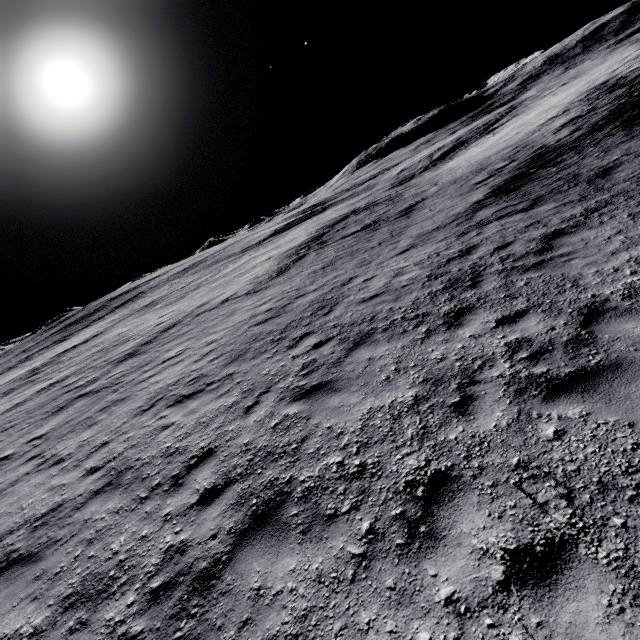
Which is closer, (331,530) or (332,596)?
(332,596)
